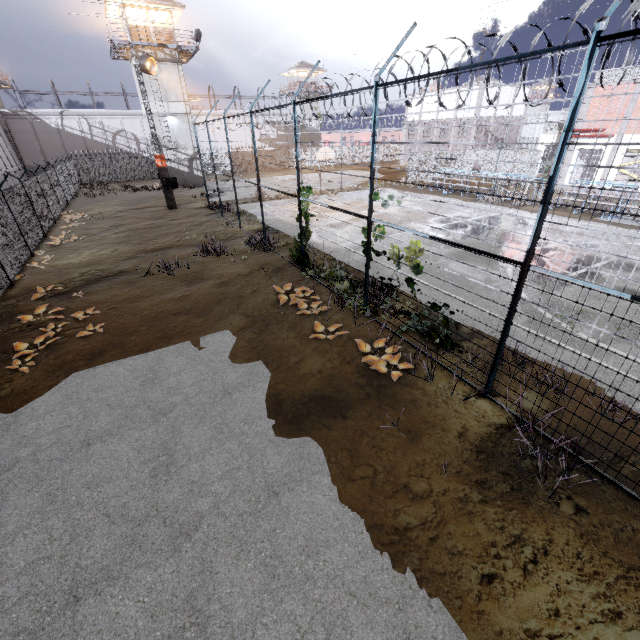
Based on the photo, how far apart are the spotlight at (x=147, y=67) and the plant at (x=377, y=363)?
24.0 meters

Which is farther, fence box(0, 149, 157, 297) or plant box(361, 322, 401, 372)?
fence box(0, 149, 157, 297)

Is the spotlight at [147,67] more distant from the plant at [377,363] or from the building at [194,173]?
the plant at [377,363]

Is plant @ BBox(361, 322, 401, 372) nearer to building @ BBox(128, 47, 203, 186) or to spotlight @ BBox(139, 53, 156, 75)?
spotlight @ BBox(139, 53, 156, 75)

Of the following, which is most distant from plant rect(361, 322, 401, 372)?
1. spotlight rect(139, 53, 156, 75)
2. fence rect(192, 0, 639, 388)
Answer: spotlight rect(139, 53, 156, 75)

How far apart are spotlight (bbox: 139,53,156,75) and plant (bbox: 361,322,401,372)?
24.0 meters

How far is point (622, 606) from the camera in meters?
3.6 m

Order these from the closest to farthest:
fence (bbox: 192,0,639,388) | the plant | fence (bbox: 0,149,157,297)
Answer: fence (bbox: 192,0,639,388), the plant, fence (bbox: 0,149,157,297)
